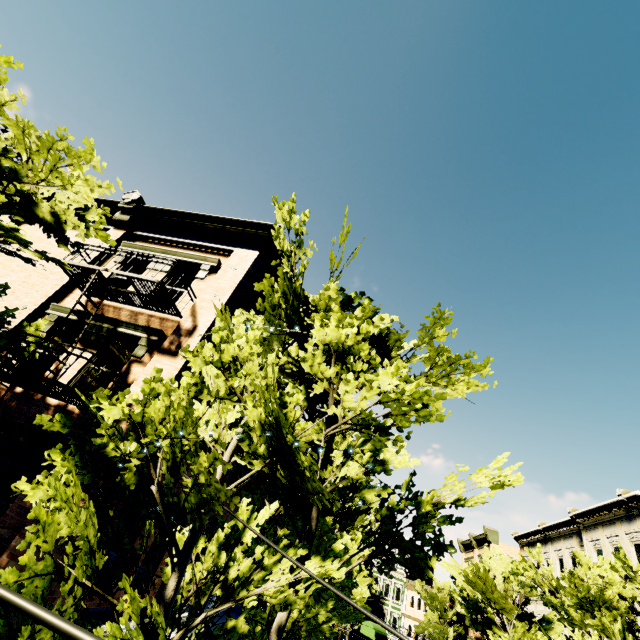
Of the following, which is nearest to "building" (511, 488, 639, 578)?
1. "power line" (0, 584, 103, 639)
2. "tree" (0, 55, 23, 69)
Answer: "tree" (0, 55, 23, 69)

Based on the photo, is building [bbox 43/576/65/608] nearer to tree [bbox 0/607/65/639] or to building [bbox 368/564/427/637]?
tree [bbox 0/607/65/639]

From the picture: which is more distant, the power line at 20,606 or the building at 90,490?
the building at 90,490

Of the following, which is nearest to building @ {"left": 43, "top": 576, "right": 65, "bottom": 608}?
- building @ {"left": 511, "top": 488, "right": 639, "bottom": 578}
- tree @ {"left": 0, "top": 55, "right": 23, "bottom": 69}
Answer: tree @ {"left": 0, "top": 55, "right": 23, "bottom": 69}

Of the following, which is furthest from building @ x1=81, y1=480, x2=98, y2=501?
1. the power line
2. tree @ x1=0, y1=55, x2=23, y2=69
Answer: the power line

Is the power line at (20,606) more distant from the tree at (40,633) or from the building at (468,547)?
the building at (468,547)

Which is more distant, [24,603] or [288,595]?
[288,595]

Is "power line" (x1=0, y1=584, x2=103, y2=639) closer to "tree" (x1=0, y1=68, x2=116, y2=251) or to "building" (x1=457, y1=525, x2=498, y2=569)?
"tree" (x1=0, y1=68, x2=116, y2=251)
